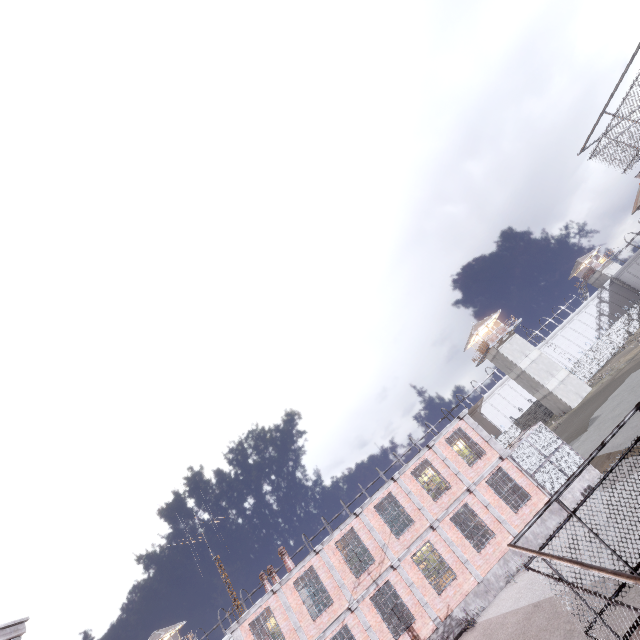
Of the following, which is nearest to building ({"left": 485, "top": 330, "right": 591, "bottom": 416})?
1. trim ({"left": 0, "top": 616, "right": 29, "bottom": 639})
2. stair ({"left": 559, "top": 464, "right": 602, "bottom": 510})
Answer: stair ({"left": 559, "top": 464, "right": 602, "bottom": 510})

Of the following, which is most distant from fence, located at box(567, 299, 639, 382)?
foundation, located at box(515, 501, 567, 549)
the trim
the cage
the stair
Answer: the stair

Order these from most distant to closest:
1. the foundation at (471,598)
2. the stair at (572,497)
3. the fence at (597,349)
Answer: the fence at (597,349) → the stair at (572,497) → the foundation at (471,598)

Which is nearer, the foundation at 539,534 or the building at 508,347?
the foundation at 539,534

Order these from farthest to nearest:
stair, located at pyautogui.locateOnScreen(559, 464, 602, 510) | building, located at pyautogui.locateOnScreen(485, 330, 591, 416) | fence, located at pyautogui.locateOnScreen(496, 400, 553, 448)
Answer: fence, located at pyautogui.locateOnScreen(496, 400, 553, 448) → building, located at pyautogui.locateOnScreen(485, 330, 591, 416) → stair, located at pyautogui.locateOnScreen(559, 464, 602, 510)

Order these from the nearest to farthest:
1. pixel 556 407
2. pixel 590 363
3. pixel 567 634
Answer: pixel 567 634
pixel 556 407
pixel 590 363

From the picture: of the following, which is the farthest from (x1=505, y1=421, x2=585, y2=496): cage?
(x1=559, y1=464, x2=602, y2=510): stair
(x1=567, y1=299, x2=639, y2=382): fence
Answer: (x1=567, y1=299, x2=639, y2=382): fence

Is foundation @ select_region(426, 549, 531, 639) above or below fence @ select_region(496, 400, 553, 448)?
below
